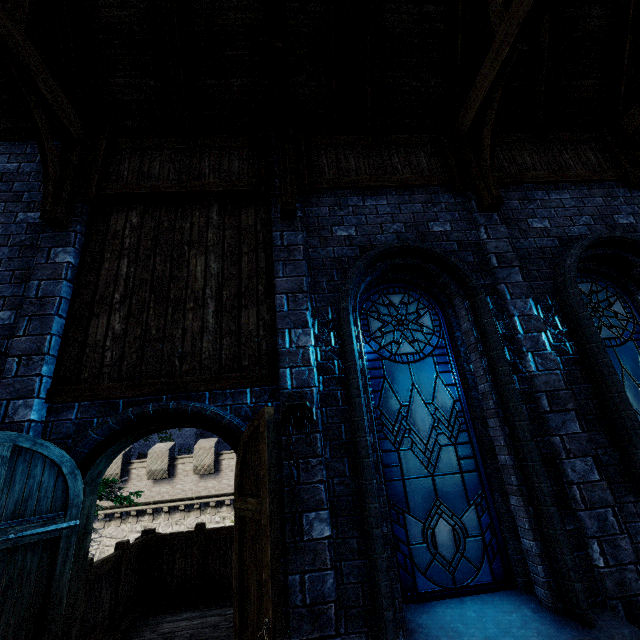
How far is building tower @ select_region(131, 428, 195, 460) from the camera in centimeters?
2897cm

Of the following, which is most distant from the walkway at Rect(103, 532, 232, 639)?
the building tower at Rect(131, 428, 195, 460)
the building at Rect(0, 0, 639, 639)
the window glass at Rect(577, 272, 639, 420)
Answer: the building tower at Rect(131, 428, 195, 460)

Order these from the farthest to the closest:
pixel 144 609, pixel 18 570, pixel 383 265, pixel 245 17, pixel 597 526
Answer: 1. pixel 144 609
2. pixel 245 17
3. pixel 383 265
4. pixel 597 526
5. pixel 18 570

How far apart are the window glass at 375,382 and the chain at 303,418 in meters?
0.8 m

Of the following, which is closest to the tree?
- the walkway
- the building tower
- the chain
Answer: the walkway

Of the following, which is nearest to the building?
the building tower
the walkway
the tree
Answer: the walkway

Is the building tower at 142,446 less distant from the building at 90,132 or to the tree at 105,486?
the tree at 105,486

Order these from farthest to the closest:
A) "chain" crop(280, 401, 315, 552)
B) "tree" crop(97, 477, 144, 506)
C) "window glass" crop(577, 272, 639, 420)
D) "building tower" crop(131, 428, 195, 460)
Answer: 1. "building tower" crop(131, 428, 195, 460)
2. "tree" crop(97, 477, 144, 506)
3. "window glass" crop(577, 272, 639, 420)
4. "chain" crop(280, 401, 315, 552)
